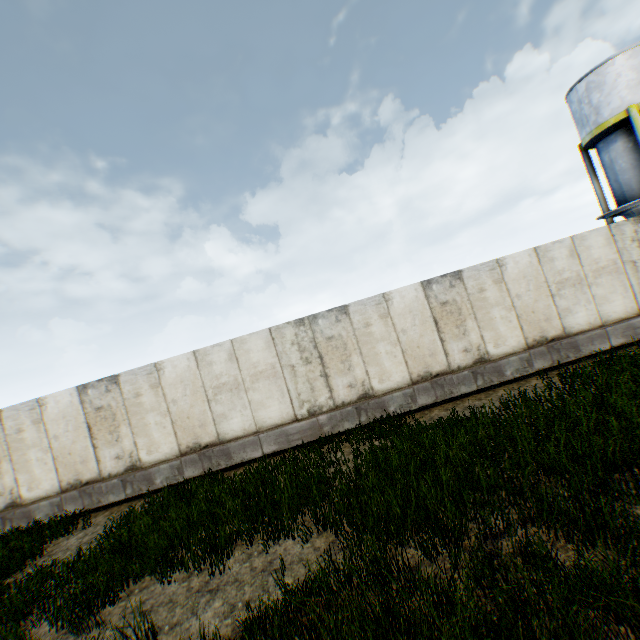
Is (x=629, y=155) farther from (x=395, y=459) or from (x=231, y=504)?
(x=231, y=504)
